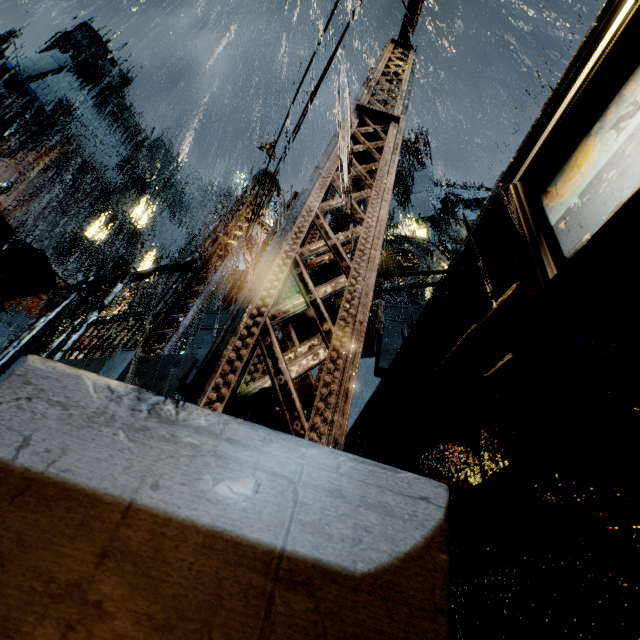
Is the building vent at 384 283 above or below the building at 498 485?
above

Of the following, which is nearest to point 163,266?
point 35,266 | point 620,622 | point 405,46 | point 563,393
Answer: point 35,266

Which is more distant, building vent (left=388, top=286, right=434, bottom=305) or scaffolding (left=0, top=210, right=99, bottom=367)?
building vent (left=388, top=286, right=434, bottom=305)

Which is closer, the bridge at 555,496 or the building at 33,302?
the bridge at 555,496

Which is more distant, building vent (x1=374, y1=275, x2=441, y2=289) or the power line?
building vent (x1=374, y1=275, x2=441, y2=289)

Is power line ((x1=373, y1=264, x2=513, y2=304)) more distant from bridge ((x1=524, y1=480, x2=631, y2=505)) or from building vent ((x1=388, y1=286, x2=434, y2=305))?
building vent ((x1=388, y1=286, x2=434, y2=305))

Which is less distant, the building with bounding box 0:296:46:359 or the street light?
the street light
